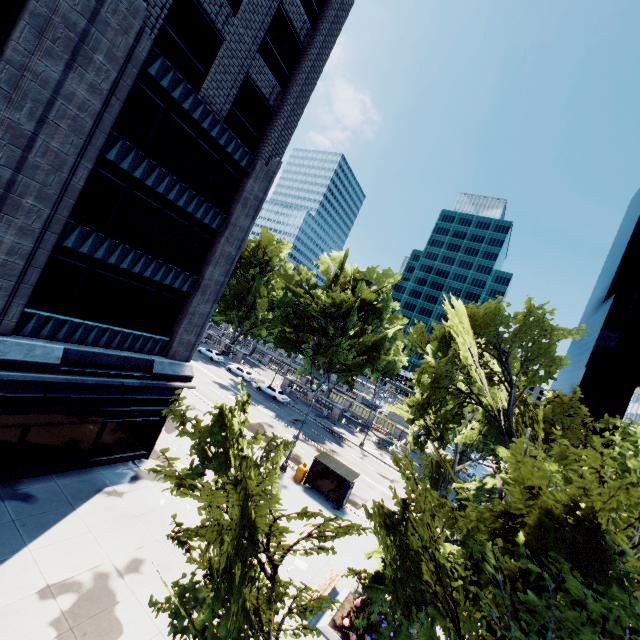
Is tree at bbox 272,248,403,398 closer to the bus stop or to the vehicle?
the vehicle

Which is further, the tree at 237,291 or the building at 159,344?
the tree at 237,291

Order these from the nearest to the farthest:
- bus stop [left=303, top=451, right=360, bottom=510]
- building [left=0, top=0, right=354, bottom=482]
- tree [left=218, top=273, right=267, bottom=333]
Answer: building [left=0, top=0, right=354, bottom=482]
bus stop [left=303, top=451, right=360, bottom=510]
tree [left=218, top=273, right=267, bottom=333]

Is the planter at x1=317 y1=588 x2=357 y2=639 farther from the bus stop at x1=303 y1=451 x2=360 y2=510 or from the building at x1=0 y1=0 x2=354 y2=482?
Result: the building at x1=0 y1=0 x2=354 y2=482

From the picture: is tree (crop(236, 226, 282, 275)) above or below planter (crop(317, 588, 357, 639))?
above

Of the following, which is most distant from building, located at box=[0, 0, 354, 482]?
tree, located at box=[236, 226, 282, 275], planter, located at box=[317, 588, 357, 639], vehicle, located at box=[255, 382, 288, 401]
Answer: vehicle, located at box=[255, 382, 288, 401]

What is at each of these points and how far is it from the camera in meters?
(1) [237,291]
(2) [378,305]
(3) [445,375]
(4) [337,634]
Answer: (1) tree, 59.5 m
(2) tree, 46.3 m
(3) tree, 11.6 m
(4) planter, 13.0 m

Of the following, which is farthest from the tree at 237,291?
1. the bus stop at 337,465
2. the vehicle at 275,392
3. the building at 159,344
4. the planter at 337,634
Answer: the building at 159,344
